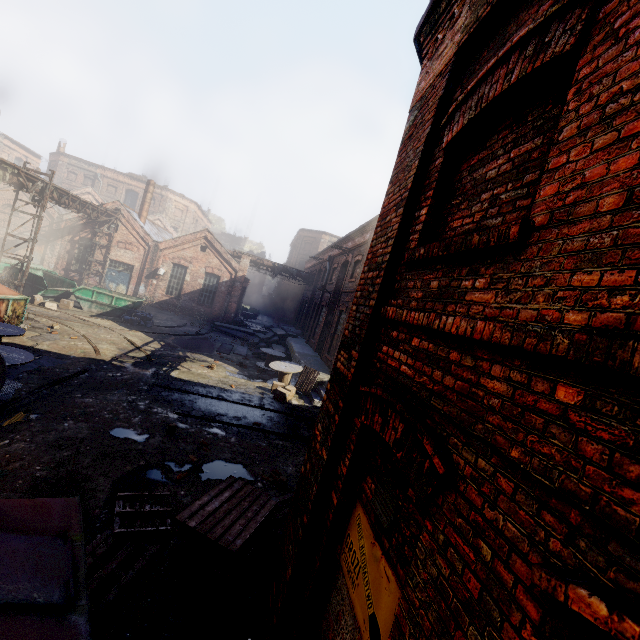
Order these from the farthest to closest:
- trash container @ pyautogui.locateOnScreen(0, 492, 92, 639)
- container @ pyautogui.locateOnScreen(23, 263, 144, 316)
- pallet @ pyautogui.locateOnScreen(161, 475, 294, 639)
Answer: container @ pyautogui.locateOnScreen(23, 263, 144, 316) → pallet @ pyautogui.locateOnScreen(161, 475, 294, 639) → trash container @ pyautogui.locateOnScreen(0, 492, 92, 639)

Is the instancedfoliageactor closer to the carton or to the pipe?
the carton

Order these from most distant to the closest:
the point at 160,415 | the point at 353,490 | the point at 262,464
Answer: the point at 160,415
the point at 262,464
the point at 353,490

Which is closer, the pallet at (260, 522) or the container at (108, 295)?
the pallet at (260, 522)

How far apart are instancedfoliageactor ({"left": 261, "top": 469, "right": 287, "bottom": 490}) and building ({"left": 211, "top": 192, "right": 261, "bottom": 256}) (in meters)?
53.84

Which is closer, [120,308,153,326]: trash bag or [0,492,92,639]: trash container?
[0,492,92,639]: trash container

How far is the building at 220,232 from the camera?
57.75m

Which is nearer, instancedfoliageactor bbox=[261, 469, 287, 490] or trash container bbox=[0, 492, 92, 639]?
trash container bbox=[0, 492, 92, 639]
